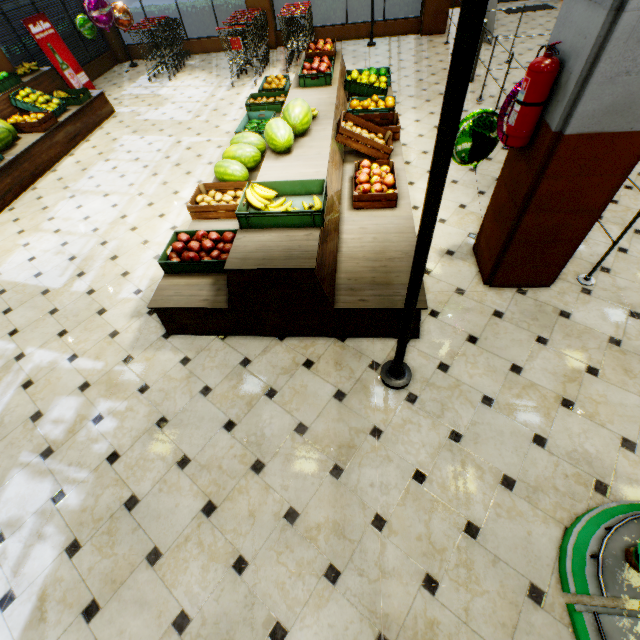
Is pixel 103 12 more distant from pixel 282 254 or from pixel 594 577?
pixel 594 577

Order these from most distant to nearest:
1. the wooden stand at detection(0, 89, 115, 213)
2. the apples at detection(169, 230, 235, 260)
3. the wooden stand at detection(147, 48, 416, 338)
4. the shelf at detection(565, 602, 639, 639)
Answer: the wooden stand at detection(0, 89, 115, 213) → the apples at detection(169, 230, 235, 260) → the wooden stand at detection(147, 48, 416, 338) → the shelf at detection(565, 602, 639, 639)

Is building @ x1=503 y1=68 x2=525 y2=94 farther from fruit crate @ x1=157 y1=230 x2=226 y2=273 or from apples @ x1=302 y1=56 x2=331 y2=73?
apples @ x1=302 y1=56 x2=331 y2=73

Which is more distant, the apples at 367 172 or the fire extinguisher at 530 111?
the apples at 367 172

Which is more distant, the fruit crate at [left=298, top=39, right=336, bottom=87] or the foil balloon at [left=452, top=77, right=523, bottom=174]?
the fruit crate at [left=298, top=39, right=336, bottom=87]

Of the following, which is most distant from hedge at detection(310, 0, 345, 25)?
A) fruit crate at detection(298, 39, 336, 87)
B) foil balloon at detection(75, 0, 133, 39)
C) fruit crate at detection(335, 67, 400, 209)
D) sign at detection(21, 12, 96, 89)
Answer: fruit crate at detection(335, 67, 400, 209)

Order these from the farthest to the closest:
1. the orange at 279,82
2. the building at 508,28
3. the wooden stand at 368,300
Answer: the building at 508,28
the orange at 279,82
the wooden stand at 368,300

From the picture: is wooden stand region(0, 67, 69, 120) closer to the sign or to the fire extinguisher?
the sign
